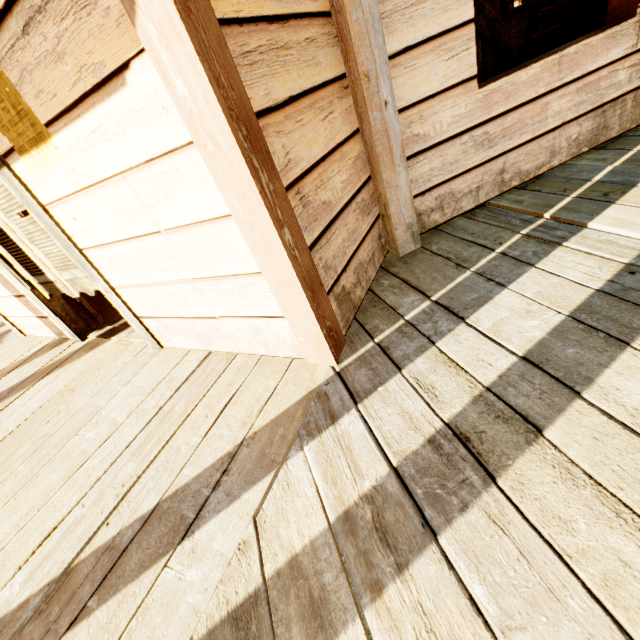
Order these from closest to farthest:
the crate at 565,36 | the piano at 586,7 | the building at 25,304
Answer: the building at 25,304
the piano at 586,7
the crate at 565,36

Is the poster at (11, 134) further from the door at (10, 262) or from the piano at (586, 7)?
the piano at (586, 7)

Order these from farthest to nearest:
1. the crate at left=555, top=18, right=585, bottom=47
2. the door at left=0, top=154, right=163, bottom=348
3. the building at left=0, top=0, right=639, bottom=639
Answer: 1. the crate at left=555, top=18, right=585, bottom=47
2. the door at left=0, top=154, right=163, bottom=348
3. the building at left=0, top=0, right=639, bottom=639

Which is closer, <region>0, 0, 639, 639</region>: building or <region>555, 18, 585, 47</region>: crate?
<region>0, 0, 639, 639</region>: building

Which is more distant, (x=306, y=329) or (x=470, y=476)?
(x=306, y=329)

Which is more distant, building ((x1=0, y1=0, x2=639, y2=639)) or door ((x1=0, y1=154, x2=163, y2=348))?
door ((x1=0, y1=154, x2=163, y2=348))

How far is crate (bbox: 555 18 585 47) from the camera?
5.7 meters

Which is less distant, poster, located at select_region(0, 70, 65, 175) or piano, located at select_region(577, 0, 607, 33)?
poster, located at select_region(0, 70, 65, 175)
